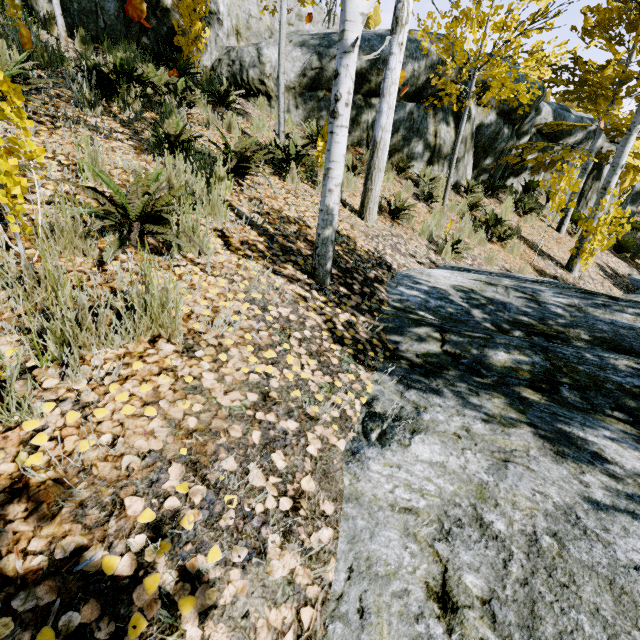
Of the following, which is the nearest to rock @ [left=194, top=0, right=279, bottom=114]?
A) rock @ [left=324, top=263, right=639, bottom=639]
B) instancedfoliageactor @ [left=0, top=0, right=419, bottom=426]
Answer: instancedfoliageactor @ [left=0, top=0, right=419, bottom=426]

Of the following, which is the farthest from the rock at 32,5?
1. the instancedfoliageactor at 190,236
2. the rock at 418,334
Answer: the rock at 418,334

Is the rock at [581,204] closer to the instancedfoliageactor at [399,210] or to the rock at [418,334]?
the instancedfoliageactor at [399,210]

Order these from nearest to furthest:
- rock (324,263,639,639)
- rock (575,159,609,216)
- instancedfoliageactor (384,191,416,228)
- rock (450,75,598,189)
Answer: rock (324,263,639,639)
instancedfoliageactor (384,191,416,228)
rock (450,75,598,189)
rock (575,159,609,216)

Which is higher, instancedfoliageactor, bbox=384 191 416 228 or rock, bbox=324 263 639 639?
instancedfoliageactor, bbox=384 191 416 228

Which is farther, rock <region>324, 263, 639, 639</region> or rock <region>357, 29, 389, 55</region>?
rock <region>357, 29, 389, 55</region>

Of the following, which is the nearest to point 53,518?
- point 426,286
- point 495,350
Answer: point 495,350
